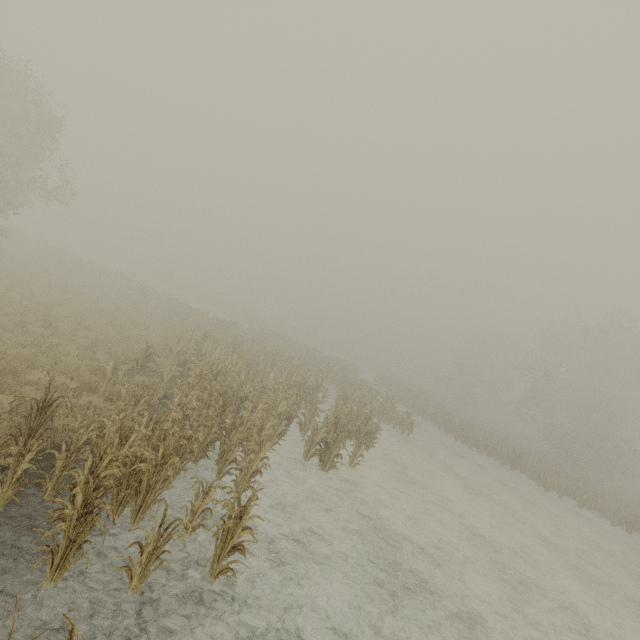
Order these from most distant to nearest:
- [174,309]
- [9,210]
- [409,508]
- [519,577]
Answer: [174,309] → [9,210] → [409,508] → [519,577]
